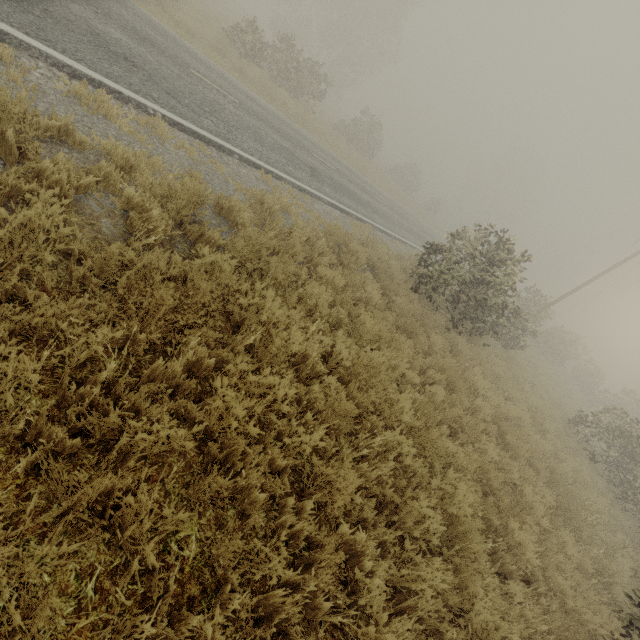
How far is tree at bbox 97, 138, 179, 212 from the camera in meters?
4.1

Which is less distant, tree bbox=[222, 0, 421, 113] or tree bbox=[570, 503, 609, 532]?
tree bbox=[570, 503, 609, 532]

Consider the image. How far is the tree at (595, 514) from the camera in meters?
7.3 m

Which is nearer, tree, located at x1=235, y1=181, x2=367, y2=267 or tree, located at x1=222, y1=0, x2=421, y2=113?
tree, located at x1=235, y1=181, x2=367, y2=267

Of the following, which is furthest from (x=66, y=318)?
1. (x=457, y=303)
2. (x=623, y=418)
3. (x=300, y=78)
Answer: (x=300, y=78)

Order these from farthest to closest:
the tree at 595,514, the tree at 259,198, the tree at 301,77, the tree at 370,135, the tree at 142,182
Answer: the tree at 370,135 < the tree at 301,77 < the tree at 595,514 < the tree at 259,198 < the tree at 142,182
